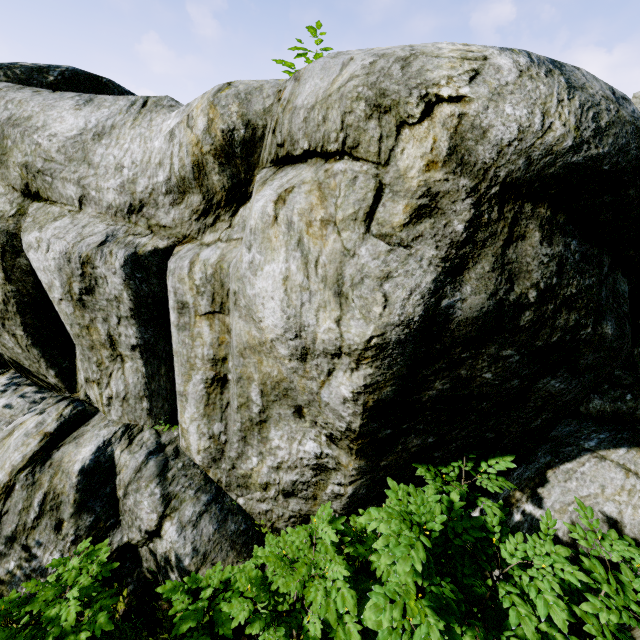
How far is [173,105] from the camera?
3.1 meters

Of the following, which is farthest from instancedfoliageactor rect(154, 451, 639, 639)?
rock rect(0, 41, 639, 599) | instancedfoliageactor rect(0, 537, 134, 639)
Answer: instancedfoliageactor rect(0, 537, 134, 639)

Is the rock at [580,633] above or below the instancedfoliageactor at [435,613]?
below

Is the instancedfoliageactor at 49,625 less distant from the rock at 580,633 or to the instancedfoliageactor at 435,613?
the rock at 580,633

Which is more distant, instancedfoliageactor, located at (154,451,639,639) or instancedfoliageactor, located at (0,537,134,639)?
instancedfoliageactor, located at (0,537,134,639)

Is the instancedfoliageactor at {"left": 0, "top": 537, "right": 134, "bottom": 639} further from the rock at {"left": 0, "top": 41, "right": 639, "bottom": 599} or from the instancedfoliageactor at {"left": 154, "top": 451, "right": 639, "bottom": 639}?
the instancedfoliageactor at {"left": 154, "top": 451, "right": 639, "bottom": 639}

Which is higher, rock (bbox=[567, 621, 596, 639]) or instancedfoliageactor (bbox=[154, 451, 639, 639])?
instancedfoliageactor (bbox=[154, 451, 639, 639])

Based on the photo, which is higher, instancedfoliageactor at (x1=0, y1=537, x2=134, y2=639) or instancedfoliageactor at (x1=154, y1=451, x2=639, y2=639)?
instancedfoliageactor at (x1=154, y1=451, x2=639, y2=639)
